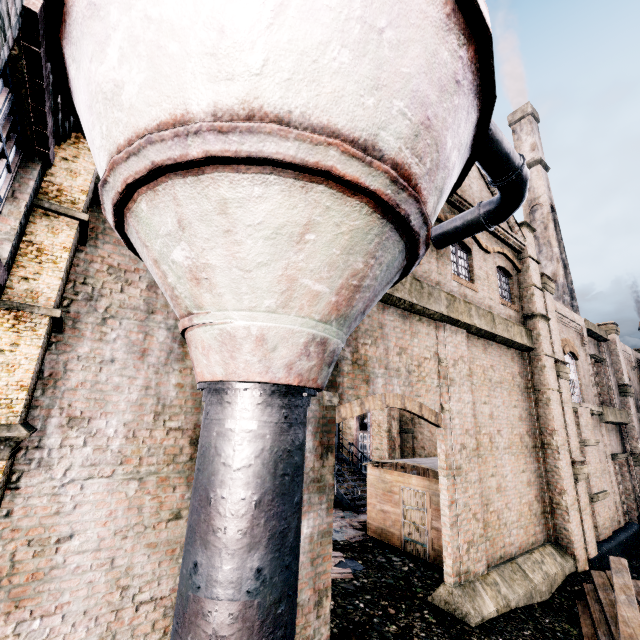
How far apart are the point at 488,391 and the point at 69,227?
13.37m

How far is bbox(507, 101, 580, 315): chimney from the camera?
33.00m

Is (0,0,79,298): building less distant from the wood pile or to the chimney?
the wood pile

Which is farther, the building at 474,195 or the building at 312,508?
the building at 474,195

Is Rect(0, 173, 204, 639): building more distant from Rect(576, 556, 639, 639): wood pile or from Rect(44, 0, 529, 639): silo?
Rect(576, 556, 639, 639): wood pile

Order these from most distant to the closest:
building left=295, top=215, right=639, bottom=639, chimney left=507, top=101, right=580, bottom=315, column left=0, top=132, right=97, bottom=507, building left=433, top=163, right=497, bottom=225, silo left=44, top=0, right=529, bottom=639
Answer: chimney left=507, top=101, right=580, bottom=315 → building left=433, top=163, right=497, bottom=225 → building left=295, top=215, right=639, bottom=639 → column left=0, top=132, right=97, bottom=507 → silo left=44, top=0, right=529, bottom=639

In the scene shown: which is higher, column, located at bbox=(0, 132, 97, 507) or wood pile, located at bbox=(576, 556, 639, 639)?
column, located at bbox=(0, 132, 97, 507)

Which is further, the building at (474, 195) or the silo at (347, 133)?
the building at (474, 195)
